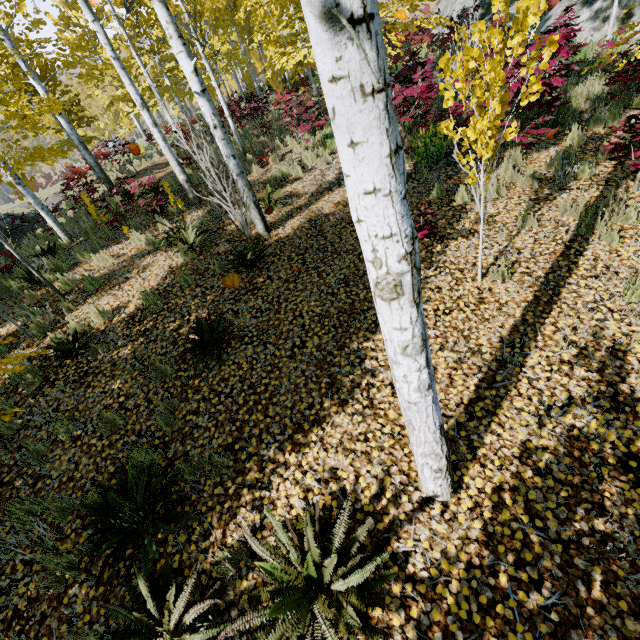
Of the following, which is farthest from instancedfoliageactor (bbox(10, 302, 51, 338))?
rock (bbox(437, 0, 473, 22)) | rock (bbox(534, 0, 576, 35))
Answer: rock (bbox(437, 0, 473, 22))

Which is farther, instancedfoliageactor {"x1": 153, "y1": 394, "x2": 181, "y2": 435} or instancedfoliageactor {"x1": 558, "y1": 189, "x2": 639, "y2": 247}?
instancedfoliageactor {"x1": 558, "y1": 189, "x2": 639, "y2": 247}

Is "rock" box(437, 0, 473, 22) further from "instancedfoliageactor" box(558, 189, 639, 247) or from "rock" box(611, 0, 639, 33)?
"rock" box(611, 0, 639, 33)

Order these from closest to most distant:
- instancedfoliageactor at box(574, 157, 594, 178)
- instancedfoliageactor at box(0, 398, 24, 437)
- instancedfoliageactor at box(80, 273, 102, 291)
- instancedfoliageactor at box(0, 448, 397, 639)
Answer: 1. instancedfoliageactor at box(0, 448, 397, 639)
2. instancedfoliageactor at box(0, 398, 24, 437)
3. instancedfoliageactor at box(574, 157, 594, 178)
4. instancedfoliageactor at box(80, 273, 102, 291)

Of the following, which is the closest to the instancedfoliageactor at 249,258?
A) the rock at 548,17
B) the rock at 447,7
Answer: the rock at 548,17

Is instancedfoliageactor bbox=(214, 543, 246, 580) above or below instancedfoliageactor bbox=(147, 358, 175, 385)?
below

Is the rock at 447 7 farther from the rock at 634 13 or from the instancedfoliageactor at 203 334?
the rock at 634 13

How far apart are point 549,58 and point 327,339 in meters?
8.9 m
